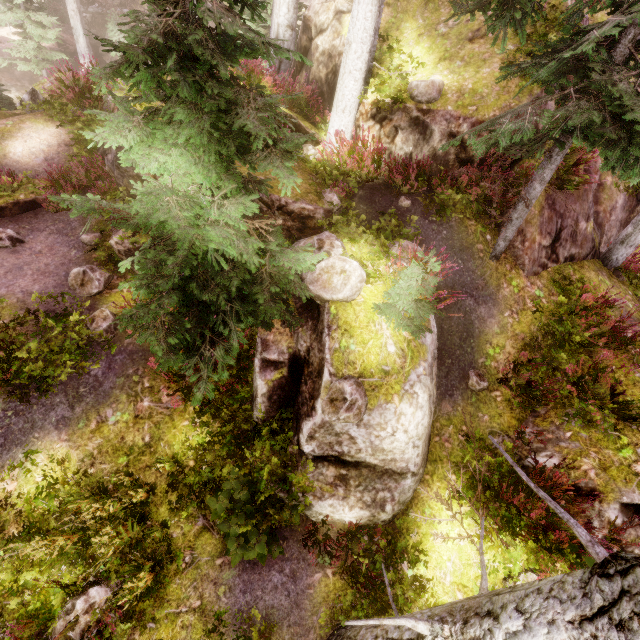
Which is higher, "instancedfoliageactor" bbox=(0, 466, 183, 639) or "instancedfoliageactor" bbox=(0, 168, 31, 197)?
"instancedfoliageactor" bbox=(0, 168, 31, 197)

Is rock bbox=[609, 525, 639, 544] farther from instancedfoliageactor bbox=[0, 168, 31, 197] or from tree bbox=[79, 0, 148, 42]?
tree bbox=[79, 0, 148, 42]

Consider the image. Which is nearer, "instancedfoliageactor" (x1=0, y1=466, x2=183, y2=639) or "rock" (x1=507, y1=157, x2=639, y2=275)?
"instancedfoliageactor" (x1=0, y1=466, x2=183, y2=639)

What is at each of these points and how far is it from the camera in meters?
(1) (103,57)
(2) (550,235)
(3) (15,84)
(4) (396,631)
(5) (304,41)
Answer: (1) rock, 25.5 m
(2) rock, 8.2 m
(3) rock, 21.7 m
(4) instancedfoliageactor, 3.0 m
(5) rock, 10.4 m

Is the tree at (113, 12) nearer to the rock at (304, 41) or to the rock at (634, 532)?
the rock at (304, 41)

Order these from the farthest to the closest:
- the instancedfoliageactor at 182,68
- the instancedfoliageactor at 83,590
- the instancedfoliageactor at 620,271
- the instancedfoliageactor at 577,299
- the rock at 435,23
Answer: the instancedfoliageactor at 620,271, the rock at 435,23, the instancedfoliageactor at 577,299, the instancedfoliageactor at 83,590, the instancedfoliageactor at 182,68

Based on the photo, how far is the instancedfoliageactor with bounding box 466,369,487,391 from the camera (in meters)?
6.95

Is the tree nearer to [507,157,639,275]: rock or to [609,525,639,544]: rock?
[507,157,639,275]: rock
